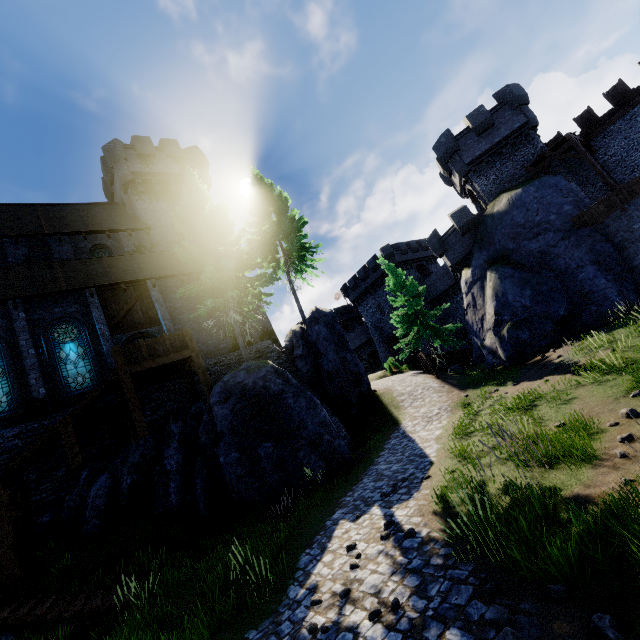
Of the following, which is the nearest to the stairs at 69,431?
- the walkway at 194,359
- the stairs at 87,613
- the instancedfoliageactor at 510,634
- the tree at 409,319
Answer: the walkway at 194,359

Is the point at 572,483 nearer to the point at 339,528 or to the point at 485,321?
the point at 339,528

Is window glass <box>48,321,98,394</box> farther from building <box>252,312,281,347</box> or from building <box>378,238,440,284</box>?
building <box>378,238,440,284</box>

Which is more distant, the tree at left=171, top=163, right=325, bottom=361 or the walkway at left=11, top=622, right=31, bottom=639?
the tree at left=171, top=163, right=325, bottom=361

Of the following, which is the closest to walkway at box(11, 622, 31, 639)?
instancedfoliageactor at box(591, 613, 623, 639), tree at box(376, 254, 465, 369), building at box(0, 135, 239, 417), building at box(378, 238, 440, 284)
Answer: building at box(0, 135, 239, 417)

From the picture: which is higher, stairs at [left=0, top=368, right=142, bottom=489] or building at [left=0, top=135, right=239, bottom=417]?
building at [left=0, top=135, right=239, bottom=417]

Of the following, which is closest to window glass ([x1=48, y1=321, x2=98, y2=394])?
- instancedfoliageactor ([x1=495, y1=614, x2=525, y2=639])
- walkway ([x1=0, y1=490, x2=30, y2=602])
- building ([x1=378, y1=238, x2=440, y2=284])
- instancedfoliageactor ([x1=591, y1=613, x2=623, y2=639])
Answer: walkway ([x1=0, y1=490, x2=30, y2=602])

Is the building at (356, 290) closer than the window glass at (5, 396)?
No
